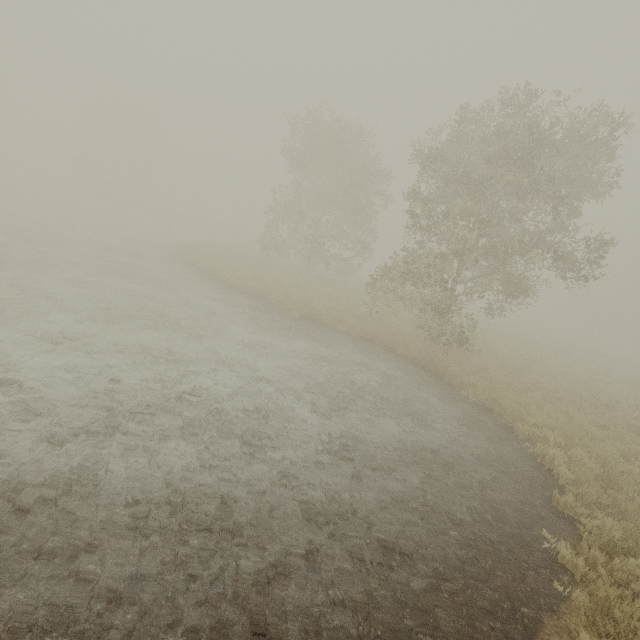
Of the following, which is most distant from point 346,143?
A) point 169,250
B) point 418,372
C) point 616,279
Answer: point 616,279
